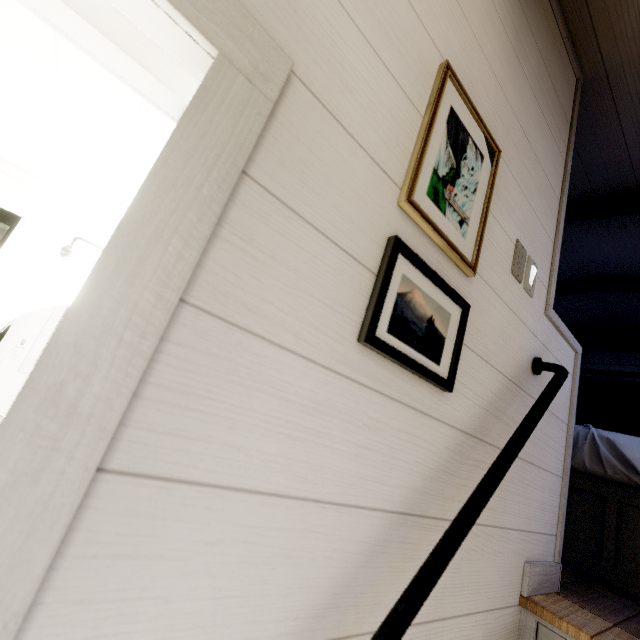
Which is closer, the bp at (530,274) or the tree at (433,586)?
the tree at (433,586)

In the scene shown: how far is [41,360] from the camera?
0.3 meters

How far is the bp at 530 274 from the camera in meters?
1.1 m

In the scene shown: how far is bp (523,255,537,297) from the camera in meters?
1.1

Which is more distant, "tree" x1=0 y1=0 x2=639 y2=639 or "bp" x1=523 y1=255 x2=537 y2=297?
"bp" x1=523 y1=255 x2=537 y2=297
